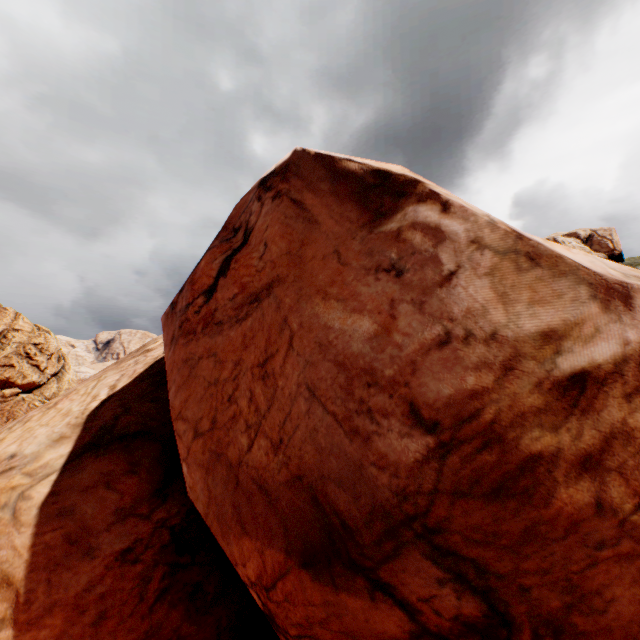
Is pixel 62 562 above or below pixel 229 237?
below
